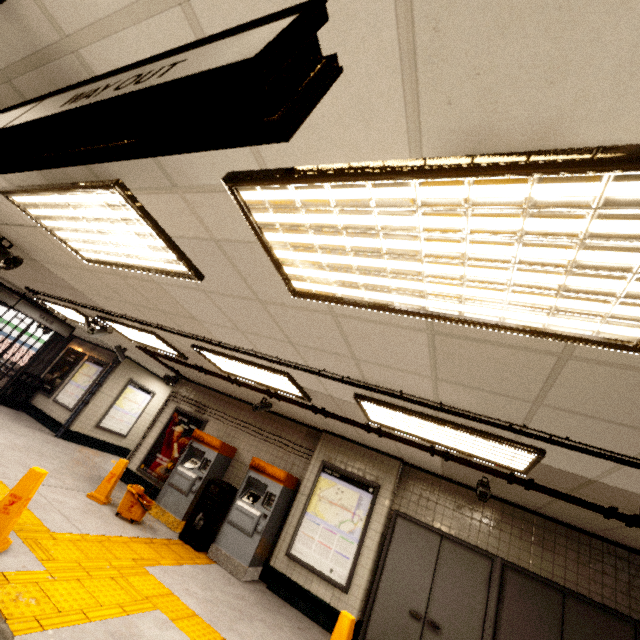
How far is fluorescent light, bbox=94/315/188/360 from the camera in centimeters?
607cm

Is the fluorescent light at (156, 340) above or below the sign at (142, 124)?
above

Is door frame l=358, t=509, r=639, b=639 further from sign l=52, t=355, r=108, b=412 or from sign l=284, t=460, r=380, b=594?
sign l=52, t=355, r=108, b=412

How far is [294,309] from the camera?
2.8m

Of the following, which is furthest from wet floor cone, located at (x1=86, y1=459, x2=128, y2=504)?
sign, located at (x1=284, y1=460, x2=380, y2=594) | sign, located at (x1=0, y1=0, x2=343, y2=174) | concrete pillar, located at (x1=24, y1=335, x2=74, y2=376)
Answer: concrete pillar, located at (x1=24, y1=335, x2=74, y2=376)

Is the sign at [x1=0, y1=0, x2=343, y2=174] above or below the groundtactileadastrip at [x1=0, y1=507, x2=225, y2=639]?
above

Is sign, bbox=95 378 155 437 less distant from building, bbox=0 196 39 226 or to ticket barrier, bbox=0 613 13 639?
building, bbox=0 196 39 226

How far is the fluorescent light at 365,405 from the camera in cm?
326
